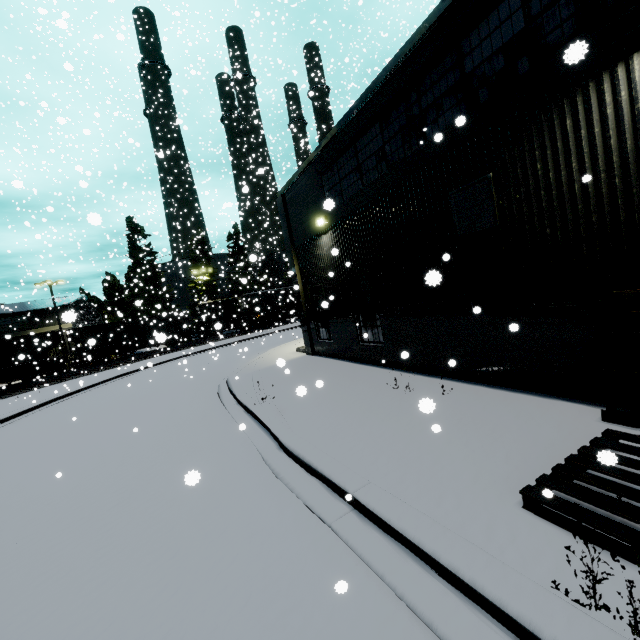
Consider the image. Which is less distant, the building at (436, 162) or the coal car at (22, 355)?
the building at (436, 162)

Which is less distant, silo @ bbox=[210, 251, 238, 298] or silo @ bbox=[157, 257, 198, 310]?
silo @ bbox=[157, 257, 198, 310]

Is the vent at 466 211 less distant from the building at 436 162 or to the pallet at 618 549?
the building at 436 162

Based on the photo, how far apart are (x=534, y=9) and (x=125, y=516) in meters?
10.7

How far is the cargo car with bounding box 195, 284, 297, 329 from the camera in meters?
40.8

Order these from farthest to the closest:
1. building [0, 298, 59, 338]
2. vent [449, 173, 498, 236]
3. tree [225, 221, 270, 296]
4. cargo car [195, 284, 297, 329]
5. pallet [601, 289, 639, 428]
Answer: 1. tree [225, 221, 270, 296]
2. cargo car [195, 284, 297, 329]
3. building [0, 298, 59, 338]
4. vent [449, 173, 498, 236]
5. pallet [601, 289, 639, 428]

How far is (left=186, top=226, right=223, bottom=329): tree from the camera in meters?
46.2

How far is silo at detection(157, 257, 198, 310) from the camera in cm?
5241
